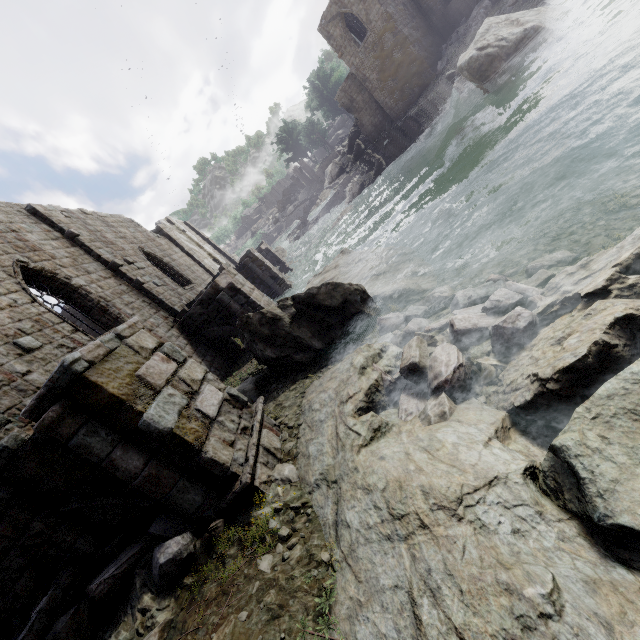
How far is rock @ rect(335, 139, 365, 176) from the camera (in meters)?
39.88

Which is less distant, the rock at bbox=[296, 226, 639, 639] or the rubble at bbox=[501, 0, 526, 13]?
the rock at bbox=[296, 226, 639, 639]

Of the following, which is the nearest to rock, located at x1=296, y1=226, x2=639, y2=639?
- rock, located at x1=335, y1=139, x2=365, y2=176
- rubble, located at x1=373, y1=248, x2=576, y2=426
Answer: rubble, located at x1=373, y1=248, x2=576, y2=426

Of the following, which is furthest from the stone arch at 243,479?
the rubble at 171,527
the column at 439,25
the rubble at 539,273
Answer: the column at 439,25

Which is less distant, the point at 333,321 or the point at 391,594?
the point at 391,594

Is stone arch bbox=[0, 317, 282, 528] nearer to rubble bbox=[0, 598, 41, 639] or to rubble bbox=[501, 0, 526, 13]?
rubble bbox=[0, 598, 41, 639]

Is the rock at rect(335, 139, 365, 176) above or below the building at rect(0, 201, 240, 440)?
below

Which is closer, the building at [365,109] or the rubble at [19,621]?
the rubble at [19,621]
